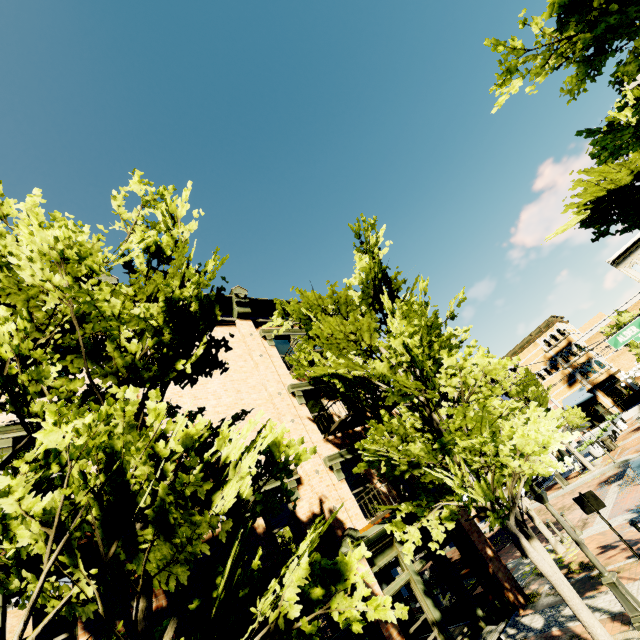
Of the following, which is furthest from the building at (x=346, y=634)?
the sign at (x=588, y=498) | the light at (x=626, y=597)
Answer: the sign at (x=588, y=498)

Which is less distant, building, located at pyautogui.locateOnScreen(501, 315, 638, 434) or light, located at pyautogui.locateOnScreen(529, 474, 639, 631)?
→ light, located at pyautogui.locateOnScreen(529, 474, 639, 631)

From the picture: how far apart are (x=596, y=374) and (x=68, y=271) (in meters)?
47.87

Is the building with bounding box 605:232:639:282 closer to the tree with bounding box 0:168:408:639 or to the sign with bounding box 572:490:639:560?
the tree with bounding box 0:168:408:639

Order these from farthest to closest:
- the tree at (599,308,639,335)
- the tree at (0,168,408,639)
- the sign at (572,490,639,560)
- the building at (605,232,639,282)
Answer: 1. the building at (605,232,639,282)
2. the tree at (599,308,639,335)
3. the sign at (572,490,639,560)
4. the tree at (0,168,408,639)

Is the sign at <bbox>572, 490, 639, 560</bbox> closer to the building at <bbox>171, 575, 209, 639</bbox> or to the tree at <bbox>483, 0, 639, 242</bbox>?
the tree at <bbox>483, 0, 639, 242</bbox>

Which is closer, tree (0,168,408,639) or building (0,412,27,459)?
tree (0,168,408,639)

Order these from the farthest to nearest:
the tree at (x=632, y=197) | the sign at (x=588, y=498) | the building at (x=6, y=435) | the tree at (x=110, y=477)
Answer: the sign at (x=588, y=498)
the building at (x=6, y=435)
the tree at (x=632, y=197)
the tree at (x=110, y=477)
